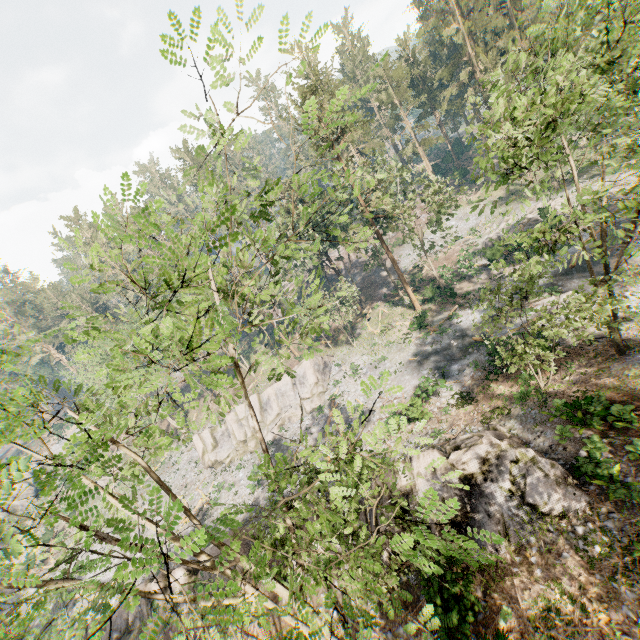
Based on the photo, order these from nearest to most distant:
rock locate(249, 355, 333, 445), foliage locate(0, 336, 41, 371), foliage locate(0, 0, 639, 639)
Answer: foliage locate(0, 336, 41, 371) < foliage locate(0, 0, 639, 639) < rock locate(249, 355, 333, 445)

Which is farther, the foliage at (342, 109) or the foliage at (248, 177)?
the foliage at (248, 177)

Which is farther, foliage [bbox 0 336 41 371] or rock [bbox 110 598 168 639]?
rock [bbox 110 598 168 639]

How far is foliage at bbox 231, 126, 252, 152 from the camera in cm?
482

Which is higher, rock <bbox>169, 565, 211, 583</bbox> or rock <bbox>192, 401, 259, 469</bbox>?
rock <bbox>169, 565, 211, 583</bbox>

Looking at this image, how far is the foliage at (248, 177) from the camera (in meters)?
5.74

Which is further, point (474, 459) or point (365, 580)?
point (474, 459)
